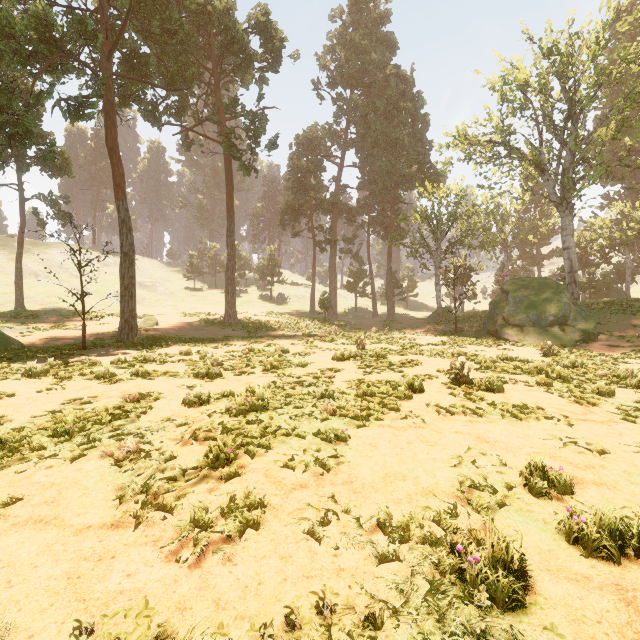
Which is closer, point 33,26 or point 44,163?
point 33,26

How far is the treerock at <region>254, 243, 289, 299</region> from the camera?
49.9m

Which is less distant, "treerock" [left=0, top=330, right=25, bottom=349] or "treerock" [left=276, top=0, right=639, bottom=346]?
"treerock" [left=0, top=330, right=25, bottom=349]

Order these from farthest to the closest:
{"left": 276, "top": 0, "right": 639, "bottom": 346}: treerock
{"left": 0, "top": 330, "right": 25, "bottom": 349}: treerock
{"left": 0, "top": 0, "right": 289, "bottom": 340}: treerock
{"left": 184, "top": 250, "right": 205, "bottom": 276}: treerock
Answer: {"left": 184, "top": 250, "right": 205, "bottom": 276}: treerock < {"left": 276, "top": 0, "right": 639, "bottom": 346}: treerock < {"left": 0, "top": 0, "right": 289, "bottom": 340}: treerock < {"left": 0, "top": 330, "right": 25, "bottom": 349}: treerock

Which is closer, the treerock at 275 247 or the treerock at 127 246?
the treerock at 127 246

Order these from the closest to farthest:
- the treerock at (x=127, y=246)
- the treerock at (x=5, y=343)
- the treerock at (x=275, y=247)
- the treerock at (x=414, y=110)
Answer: the treerock at (x=5, y=343) → the treerock at (x=127, y=246) → the treerock at (x=414, y=110) → the treerock at (x=275, y=247)
